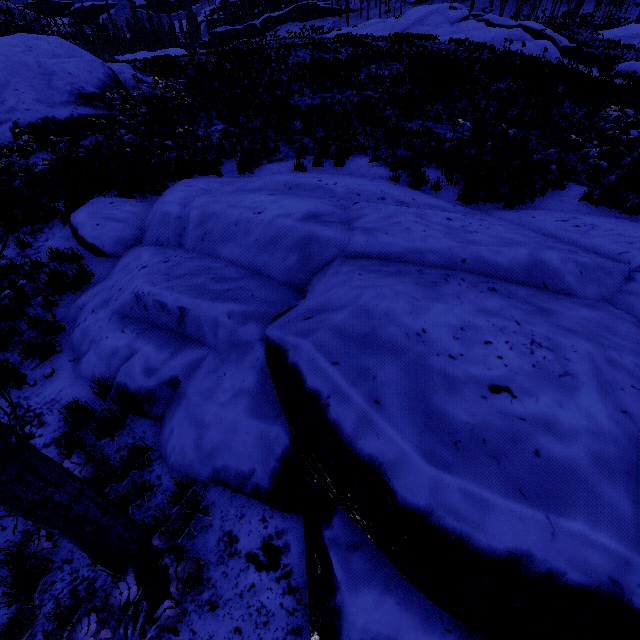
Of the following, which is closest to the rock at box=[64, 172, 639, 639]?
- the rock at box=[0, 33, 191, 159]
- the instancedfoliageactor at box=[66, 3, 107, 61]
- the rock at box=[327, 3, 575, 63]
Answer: the instancedfoliageactor at box=[66, 3, 107, 61]

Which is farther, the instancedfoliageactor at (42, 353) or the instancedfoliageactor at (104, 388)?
the instancedfoliageactor at (42, 353)

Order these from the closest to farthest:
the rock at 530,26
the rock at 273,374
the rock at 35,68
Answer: the rock at 273,374 < the rock at 35,68 < the rock at 530,26

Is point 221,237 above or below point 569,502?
below

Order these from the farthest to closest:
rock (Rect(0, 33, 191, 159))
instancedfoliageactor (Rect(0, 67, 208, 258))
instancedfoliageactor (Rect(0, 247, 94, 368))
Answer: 1. rock (Rect(0, 33, 191, 159))
2. instancedfoliageactor (Rect(0, 67, 208, 258))
3. instancedfoliageactor (Rect(0, 247, 94, 368))

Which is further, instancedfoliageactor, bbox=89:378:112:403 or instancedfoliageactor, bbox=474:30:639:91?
instancedfoliageactor, bbox=474:30:639:91

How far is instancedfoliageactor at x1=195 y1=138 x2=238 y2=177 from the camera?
9.6m
